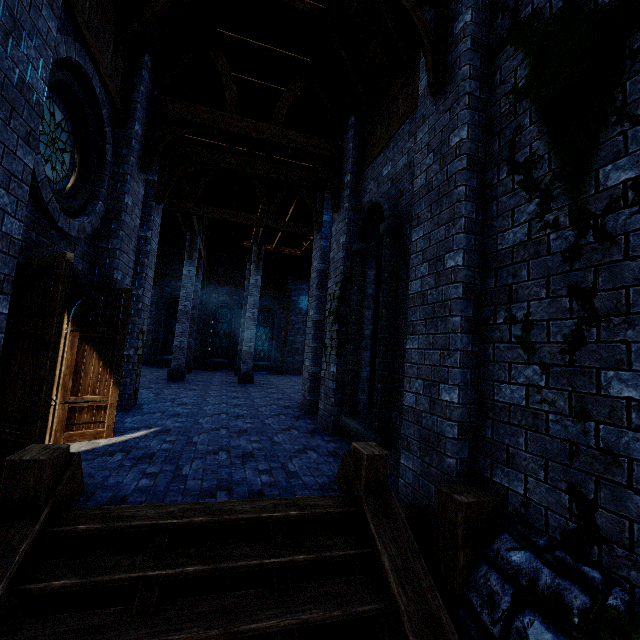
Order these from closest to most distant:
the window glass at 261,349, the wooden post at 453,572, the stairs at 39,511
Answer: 1. the stairs at 39,511
2. the wooden post at 453,572
3. the window glass at 261,349

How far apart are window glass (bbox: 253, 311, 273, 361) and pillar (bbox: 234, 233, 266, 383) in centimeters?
743cm

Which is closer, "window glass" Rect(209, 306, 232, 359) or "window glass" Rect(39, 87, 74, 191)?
"window glass" Rect(39, 87, 74, 191)

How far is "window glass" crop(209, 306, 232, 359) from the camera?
22.48m

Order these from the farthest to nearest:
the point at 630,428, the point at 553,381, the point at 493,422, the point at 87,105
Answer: the point at 87,105 < the point at 493,422 < the point at 553,381 < the point at 630,428

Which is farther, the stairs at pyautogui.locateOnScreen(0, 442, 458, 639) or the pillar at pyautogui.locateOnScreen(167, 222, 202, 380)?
the pillar at pyautogui.locateOnScreen(167, 222, 202, 380)

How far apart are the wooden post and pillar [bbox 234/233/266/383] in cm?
1270

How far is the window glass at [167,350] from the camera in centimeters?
2161cm
